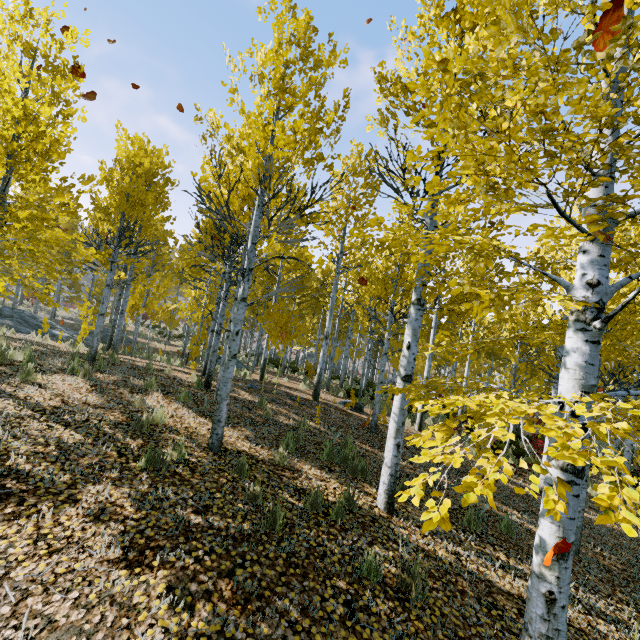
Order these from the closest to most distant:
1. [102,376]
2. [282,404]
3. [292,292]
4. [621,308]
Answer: [621,308] → [102,376] → [282,404] → [292,292]

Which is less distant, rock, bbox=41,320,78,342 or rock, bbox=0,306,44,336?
rock, bbox=0,306,44,336

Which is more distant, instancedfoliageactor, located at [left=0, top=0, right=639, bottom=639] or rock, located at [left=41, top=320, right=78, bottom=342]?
rock, located at [left=41, top=320, right=78, bottom=342]

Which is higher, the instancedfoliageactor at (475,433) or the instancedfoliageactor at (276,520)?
the instancedfoliageactor at (475,433)

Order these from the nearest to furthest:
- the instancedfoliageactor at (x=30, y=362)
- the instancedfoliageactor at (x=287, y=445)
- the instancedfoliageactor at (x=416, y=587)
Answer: the instancedfoliageactor at (x=416, y=587), the instancedfoliageactor at (x=287, y=445), the instancedfoliageactor at (x=30, y=362)

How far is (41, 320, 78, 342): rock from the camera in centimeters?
1634cm

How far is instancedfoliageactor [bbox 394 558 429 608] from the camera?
3.56m
